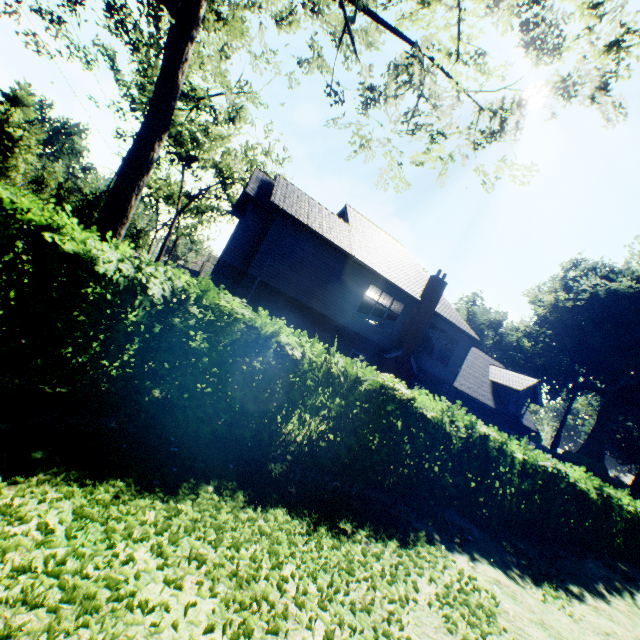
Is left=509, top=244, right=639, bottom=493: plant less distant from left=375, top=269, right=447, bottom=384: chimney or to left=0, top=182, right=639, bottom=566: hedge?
left=375, top=269, right=447, bottom=384: chimney

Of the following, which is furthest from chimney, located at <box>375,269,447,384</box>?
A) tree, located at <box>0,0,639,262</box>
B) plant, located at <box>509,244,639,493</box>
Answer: plant, located at <box>509,244,639,493</box>

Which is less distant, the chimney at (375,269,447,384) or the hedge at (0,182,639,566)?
the hedge at (0,182,639,566)

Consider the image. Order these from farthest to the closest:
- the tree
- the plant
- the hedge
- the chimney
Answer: the plant
the chimney
the tree
the hedge

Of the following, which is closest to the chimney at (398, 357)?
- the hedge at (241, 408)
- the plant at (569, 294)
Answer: the hedge at (241, 408)

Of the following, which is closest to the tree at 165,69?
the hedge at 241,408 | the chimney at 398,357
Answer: the hedge at 241,408

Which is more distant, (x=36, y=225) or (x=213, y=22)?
(x=213, y=22)

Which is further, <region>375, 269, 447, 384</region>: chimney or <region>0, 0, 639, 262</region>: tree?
<region>375, 269, 447, 384</region>: chimney
